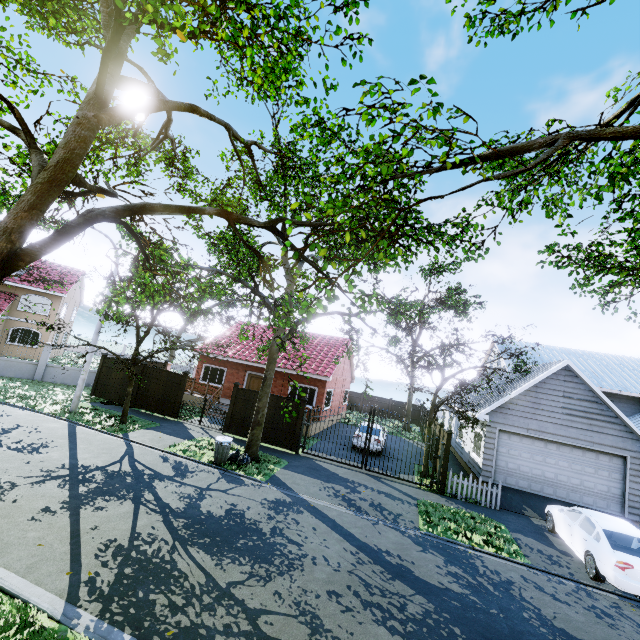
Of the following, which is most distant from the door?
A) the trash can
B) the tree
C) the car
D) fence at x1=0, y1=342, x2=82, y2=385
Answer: the car

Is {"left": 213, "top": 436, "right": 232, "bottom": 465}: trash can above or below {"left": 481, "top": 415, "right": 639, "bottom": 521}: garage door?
below

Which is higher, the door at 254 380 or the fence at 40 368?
the door at 254 380

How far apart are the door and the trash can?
9.4 meters

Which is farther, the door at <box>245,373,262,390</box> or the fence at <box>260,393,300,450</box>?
the door at <box>245,373,262,390</box>

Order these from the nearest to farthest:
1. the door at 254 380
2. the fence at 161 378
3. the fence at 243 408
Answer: the fence at 243 408 < the fence at 161 378 < the door at 254 380

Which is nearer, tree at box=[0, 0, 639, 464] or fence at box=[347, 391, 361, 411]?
tree at box=[0, 0, 639, 464]

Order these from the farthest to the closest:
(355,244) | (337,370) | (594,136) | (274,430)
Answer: (337,370) → (274,430) → (355,244) → (594,136)
